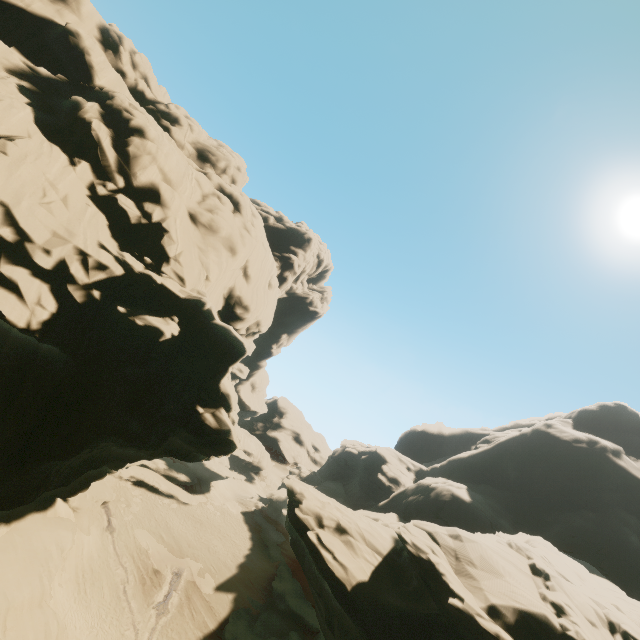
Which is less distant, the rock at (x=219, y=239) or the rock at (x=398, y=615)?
the rock at (x=219, y=239)

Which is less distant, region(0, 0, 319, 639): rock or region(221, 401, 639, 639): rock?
region(0, 0, 319, 639): rock

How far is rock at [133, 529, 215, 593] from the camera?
31.9m

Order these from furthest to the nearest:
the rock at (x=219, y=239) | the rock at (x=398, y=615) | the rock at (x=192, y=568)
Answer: the rock at (x=192, y=568)
the rock at (x=398, y=615)
the rock at (x=219, y=239)

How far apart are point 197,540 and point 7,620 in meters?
21.5 m

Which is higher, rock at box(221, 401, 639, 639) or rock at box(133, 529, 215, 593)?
rock at box(221, 401, 639, 639)
